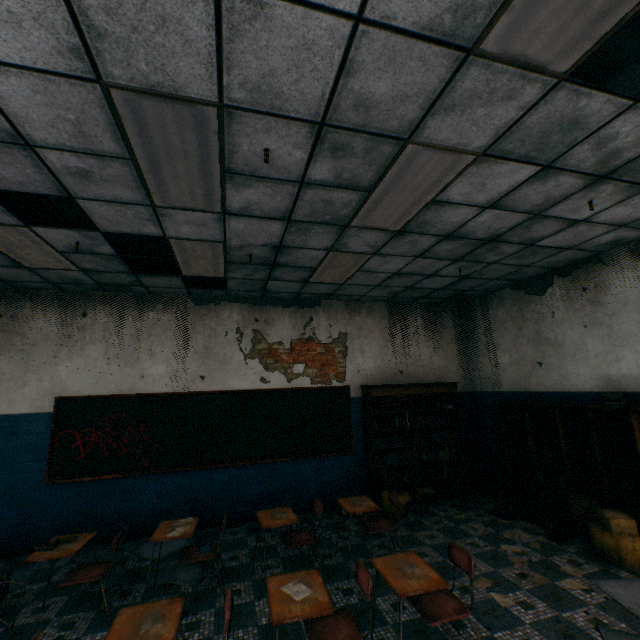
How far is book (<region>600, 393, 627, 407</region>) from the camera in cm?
425

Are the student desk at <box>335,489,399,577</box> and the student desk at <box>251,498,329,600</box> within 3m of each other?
yes

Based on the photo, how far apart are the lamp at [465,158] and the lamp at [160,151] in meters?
1.3

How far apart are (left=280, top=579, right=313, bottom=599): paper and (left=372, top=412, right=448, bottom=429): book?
3.8 meters

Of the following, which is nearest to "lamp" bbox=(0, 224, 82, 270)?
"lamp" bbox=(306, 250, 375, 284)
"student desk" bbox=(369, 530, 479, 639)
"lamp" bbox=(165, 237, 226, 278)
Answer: "lamp" bbox=(165, 237, 226, 278)

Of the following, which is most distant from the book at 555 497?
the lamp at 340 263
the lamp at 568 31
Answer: the lamp at 568 31

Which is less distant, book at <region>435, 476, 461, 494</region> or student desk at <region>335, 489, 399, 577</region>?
student desk at <region>335, 489, 399, 577</region>

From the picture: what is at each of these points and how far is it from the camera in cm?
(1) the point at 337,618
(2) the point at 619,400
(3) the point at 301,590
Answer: (1) student desk, 254
(2) book, 425
(3) paper, 245
